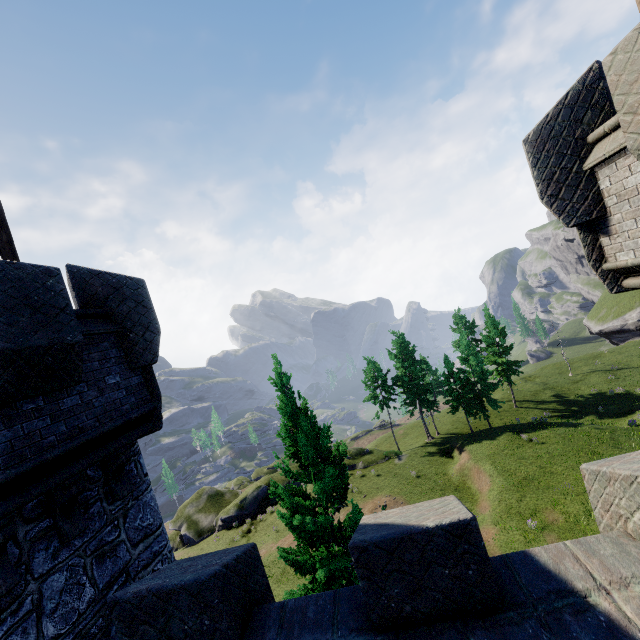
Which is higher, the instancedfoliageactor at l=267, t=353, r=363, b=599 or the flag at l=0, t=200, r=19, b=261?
the flag at l=0, t=200, r=19, b=261

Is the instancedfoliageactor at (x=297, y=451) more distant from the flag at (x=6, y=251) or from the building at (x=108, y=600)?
the flag at (x=6, y=251)

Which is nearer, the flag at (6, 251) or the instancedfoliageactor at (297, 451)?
the flag at (6, 251)

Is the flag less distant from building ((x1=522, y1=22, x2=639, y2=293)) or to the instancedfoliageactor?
building ((x1=522, y1=22, x2=639, y2=293))

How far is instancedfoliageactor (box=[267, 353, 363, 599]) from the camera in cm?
911

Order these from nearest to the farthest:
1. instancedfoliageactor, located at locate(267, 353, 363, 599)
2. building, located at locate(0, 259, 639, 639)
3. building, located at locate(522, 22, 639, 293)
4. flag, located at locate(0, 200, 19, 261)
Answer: building, located at locate(0, 259, 639, 639)
building, located at locate(522, 22, 639, 293)
flag, located at locate(0, 200, 19, 261)
instancedfoliageactor, located at locate(267, 353, 363, 599)

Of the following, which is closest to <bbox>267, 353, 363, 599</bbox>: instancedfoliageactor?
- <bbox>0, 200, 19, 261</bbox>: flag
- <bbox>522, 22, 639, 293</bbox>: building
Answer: <bbox>522, 22, 639, 293</bbox>: building

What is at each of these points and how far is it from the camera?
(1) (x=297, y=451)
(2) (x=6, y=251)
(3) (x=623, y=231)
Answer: (1) instancedfoliageactor, 10.7 meters
(2) flag, 5.9 meters
(3) building, 5.0 meters
